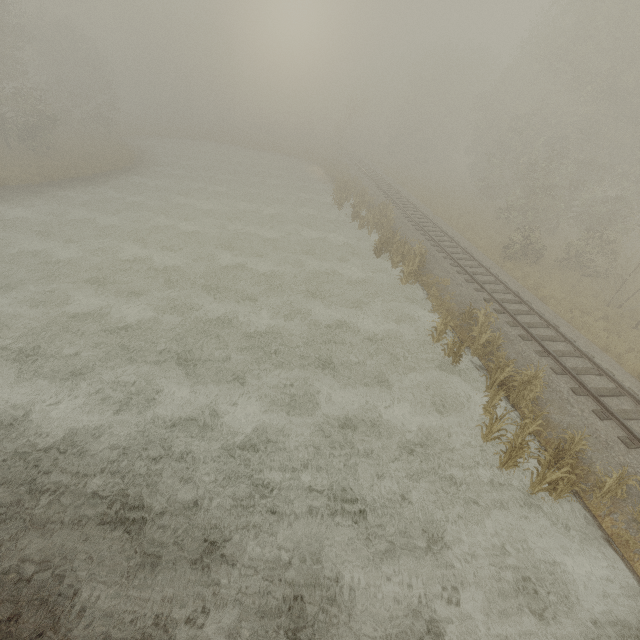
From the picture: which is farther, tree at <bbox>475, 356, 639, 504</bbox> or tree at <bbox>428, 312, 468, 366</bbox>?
tree at <bbox>428, 312, 468, 366</bbox>

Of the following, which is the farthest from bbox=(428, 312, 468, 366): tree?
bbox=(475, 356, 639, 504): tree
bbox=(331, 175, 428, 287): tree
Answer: bbox=(331, 175, 428, 287): tree

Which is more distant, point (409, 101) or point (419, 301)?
point (409, 101)

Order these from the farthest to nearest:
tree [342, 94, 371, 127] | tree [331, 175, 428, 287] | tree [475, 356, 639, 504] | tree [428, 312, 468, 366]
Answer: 1. tree [342, 94, 371, 127]
2. tree [331, 175, 428, 287]
3. tree [428, 312, 468, 366]
4. tree [475, 356, 639, 504]

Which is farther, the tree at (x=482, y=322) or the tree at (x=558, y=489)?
the tree at (x=482, y=322)

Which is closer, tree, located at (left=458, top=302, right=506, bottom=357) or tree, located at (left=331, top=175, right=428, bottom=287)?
tree, located at (left=458, top=302, right=506, bottom=357)

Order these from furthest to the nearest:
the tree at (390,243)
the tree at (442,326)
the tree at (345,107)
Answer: the tree at (345,107)
the tree at (390,243)
the tree at (442,326)
